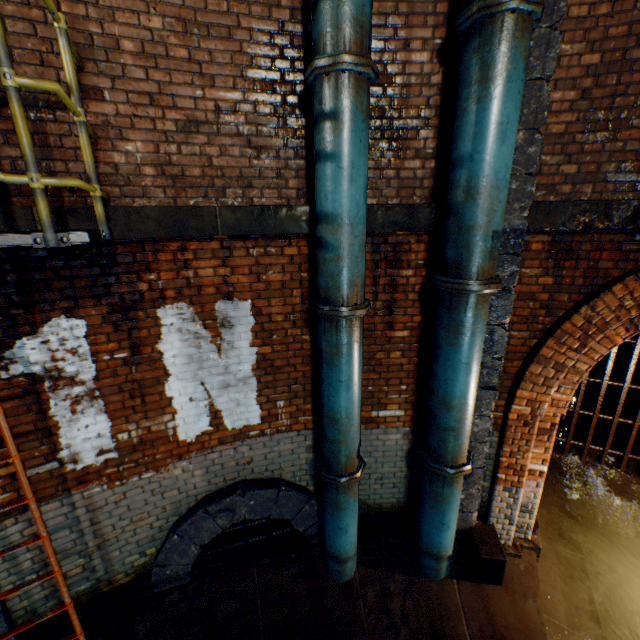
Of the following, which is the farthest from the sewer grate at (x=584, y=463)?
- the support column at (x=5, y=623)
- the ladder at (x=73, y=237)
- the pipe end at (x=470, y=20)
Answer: the support column at (x=5, y=623)

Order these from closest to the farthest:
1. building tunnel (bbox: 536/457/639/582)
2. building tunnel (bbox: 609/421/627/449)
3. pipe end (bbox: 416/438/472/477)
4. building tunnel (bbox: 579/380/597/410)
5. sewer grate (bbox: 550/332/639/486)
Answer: pipe end (bbox: 416/438/472/477)
building tunnel (bbox: 536/457/639/582)
sewer grate (bbox: 550/332/639/486)
building tunnel (bbox: 609/421/627/449)
building tunnel (bbox: 579/380/597/410)

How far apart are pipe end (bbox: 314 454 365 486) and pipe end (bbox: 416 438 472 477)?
0.64m

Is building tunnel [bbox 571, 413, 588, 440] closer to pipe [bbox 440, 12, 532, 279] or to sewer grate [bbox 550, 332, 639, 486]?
sewer grate [bbox 550, 332, 639, 486]

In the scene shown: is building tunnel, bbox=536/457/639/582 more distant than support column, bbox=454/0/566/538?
Yes

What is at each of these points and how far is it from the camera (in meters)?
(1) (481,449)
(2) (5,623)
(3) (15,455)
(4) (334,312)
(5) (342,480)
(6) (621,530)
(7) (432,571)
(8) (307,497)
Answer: (1) support column, 4.05
(2) support column, 3.06
(3) ladder, 1.87
(4) pipe end, 3.03
(5) pipe end, 3.62
(6) building tunnel, 5.31
(7) pipe, 4.20
(8) sewerage pipe, 4.22

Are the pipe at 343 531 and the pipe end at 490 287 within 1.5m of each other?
no

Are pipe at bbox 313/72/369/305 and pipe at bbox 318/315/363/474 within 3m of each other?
yes
